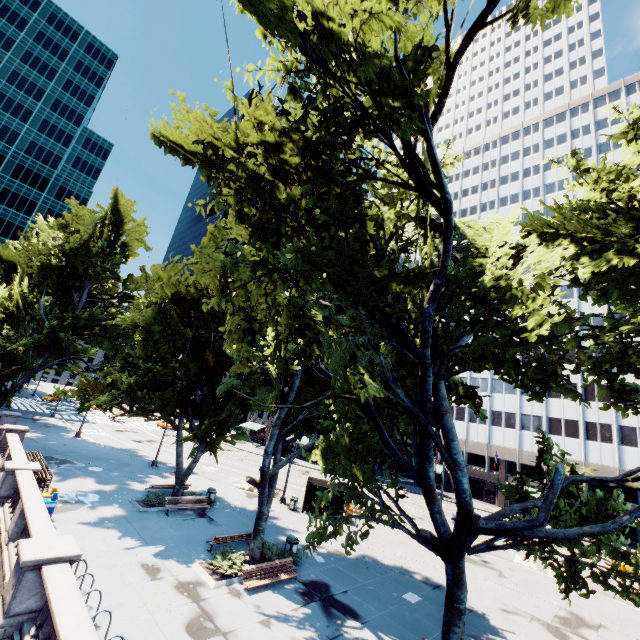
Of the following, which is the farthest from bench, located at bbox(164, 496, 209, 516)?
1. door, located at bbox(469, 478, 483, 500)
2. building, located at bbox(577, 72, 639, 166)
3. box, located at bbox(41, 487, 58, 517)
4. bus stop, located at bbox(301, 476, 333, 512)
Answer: door, located at bbox(469, 478, 483, 500)

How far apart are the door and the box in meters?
56.8

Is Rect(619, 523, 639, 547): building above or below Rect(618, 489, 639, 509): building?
below

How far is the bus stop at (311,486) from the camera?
25.90m

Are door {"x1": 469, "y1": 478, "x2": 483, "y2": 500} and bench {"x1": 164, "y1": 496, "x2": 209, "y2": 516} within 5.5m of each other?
no

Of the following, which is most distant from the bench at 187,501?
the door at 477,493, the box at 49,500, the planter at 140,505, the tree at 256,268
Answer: the door at 477,493

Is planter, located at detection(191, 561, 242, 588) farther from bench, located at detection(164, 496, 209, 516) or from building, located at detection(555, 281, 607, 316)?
building, located at detection(555, 281, 607, 316)

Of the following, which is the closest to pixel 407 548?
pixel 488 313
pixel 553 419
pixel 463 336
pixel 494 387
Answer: pixel 463 336
